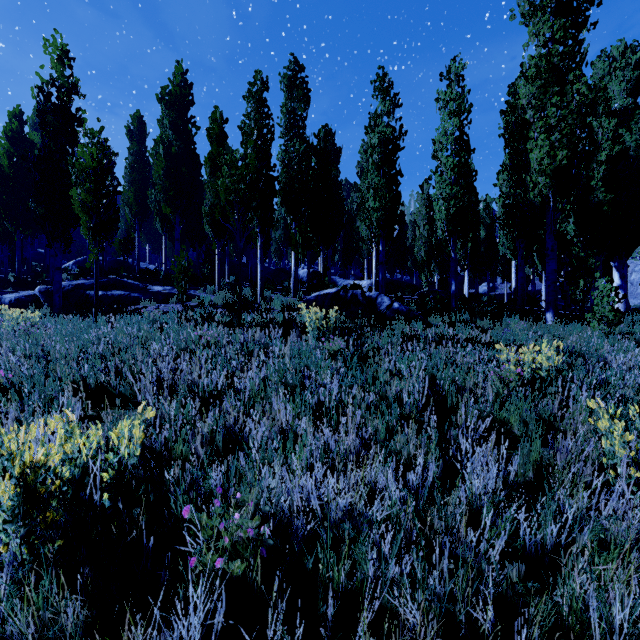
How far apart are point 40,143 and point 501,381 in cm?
3970

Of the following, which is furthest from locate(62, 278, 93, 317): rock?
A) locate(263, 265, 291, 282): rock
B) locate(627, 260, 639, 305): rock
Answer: locate(627, 260, 639, 305): rock

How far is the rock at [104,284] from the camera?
11.90m

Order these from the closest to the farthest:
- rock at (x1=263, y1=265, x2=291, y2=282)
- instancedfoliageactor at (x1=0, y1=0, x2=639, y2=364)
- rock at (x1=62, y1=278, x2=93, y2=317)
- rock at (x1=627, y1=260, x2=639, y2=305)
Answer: instancedfoliageactor at (x1=0, y1=0, x2=639, y2=364) → rock at (x1=62, y1=278, x2=93, y2=317) → rock at (x1=263, y1=265, x2=291, y2=282) → rock at (x1=627, y1=260, x2=639, y2=305)

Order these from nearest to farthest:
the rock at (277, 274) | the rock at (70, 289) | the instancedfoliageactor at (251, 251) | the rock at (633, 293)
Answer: the instancedfoliageactor at (251, 251) → the rock at (70, 289) → the rock at (277, 274) → the rock at (633, 293)

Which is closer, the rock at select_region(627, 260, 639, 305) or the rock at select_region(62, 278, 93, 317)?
the rock at select_region(62, 278, 93, 317)

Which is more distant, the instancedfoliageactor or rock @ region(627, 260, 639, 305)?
rock @ region(627, 260, 639, 305)

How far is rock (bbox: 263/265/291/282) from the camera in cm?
2639
